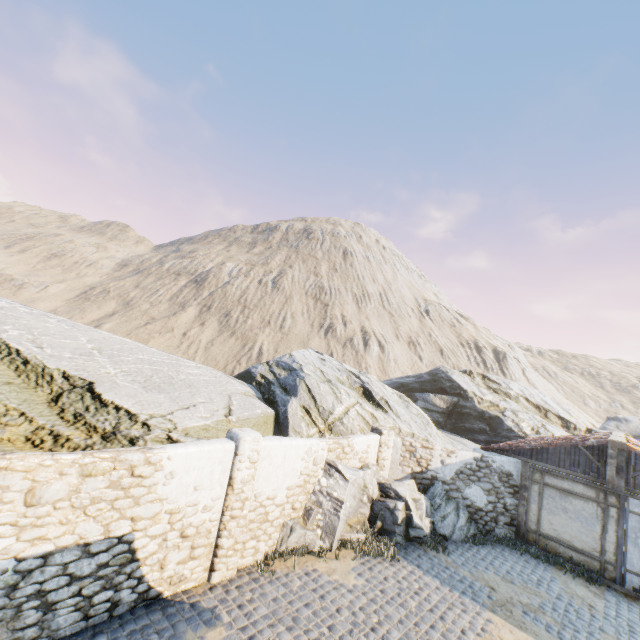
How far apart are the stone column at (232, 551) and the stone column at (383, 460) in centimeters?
557cm

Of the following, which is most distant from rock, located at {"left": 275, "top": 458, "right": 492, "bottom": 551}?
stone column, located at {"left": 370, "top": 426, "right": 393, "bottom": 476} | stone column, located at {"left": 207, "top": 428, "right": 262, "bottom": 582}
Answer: stone column, located at {"left": 207, "top": 428, "right": 262, "bottom": 582}

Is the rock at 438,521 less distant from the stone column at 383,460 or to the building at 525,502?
the stone column at 383,460

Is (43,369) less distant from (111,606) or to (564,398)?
(111,606)

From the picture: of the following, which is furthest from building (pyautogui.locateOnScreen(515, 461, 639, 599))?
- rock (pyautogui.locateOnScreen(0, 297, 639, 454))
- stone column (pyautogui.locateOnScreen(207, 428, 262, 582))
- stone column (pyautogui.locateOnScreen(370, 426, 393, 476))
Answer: stone column (pyautogui.locateOnScreen(207, 428, 262, 582))

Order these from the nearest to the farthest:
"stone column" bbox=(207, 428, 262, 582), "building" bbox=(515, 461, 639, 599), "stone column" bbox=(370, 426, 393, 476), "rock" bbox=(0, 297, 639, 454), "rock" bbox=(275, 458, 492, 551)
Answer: "stone column" bbox=(207, 428, 262, 582) → "rock" bbox=(0, 297, 639, 454) → "rock" bbox=(275, 458, 492, 551) → "building" bbox=(515, 461, 639, 599) → "stone column" bbox=(370, 426, 393, 476)

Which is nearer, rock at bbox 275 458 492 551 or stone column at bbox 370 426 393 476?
rock at bbox 275 458 492 551

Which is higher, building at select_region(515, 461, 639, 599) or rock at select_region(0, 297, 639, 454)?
rock at select_region(0, 297, 639, 454)
